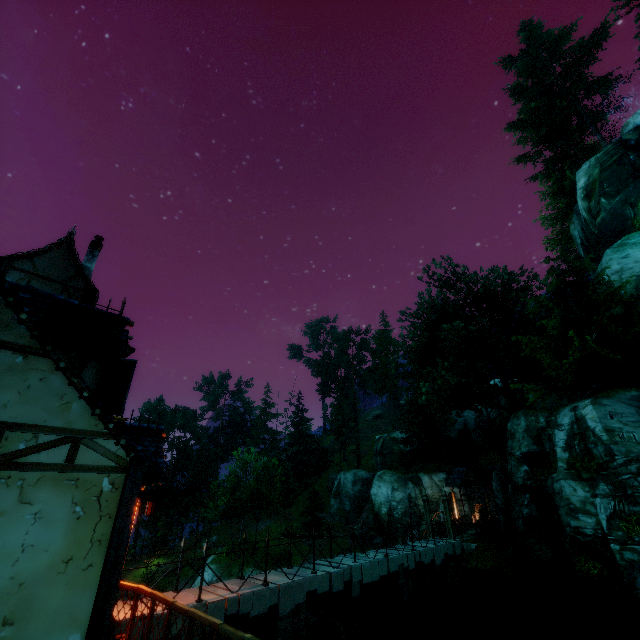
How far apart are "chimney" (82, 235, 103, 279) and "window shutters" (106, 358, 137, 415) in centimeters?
1114cm

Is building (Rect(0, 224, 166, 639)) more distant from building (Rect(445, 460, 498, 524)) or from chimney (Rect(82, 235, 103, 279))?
building (Rect(445, 460, 498, 524))

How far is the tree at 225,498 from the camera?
31.98m

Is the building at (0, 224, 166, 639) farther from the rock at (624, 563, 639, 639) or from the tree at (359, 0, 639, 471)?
the rock at (624, 563, 639, 639)

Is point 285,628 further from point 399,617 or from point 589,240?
point 589,240

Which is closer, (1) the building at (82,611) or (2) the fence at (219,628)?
(1) the building at (82,611)

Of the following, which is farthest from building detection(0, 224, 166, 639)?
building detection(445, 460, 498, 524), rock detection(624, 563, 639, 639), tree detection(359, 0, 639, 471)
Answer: building detection(445, 460, 498, 524)

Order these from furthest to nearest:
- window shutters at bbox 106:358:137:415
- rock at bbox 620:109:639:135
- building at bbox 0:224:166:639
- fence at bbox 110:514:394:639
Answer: rock at bbox 620:109:639:135
window shutters at bbox 106:358:137:415
fence at bbox 110:514:394:639
building at bbox 0:224:166:639
